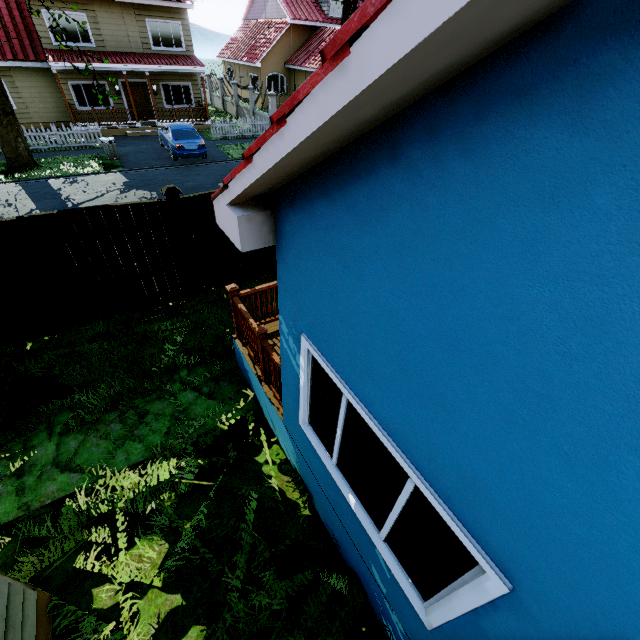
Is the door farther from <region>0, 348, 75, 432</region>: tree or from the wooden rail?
the wooden rail

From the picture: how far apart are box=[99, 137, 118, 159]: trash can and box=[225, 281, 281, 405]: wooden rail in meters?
16.0

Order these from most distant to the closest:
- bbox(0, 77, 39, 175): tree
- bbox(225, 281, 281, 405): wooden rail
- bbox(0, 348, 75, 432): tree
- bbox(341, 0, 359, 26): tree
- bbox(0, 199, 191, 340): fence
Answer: bbox(341, 0, 359, 26): tree < bbox(0, 77, 39, 175): tree < bbox(0, 199, 191, 340): fence < bbox(0, 348, 75, 432): tree < bbox(225, 281, 281, 405): wooden rail

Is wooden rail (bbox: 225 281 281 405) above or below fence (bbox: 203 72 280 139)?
above

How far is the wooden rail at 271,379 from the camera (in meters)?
4.28

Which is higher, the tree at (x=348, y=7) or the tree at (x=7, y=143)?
the tree at (x=348, y=7)

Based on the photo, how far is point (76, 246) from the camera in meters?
5.9

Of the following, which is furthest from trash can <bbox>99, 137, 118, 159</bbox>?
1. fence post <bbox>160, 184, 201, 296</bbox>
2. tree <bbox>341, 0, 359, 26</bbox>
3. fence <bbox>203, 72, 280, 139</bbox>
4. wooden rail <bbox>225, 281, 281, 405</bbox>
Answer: wooden rail <bbox>225, 281, 281, 405</bbox>
